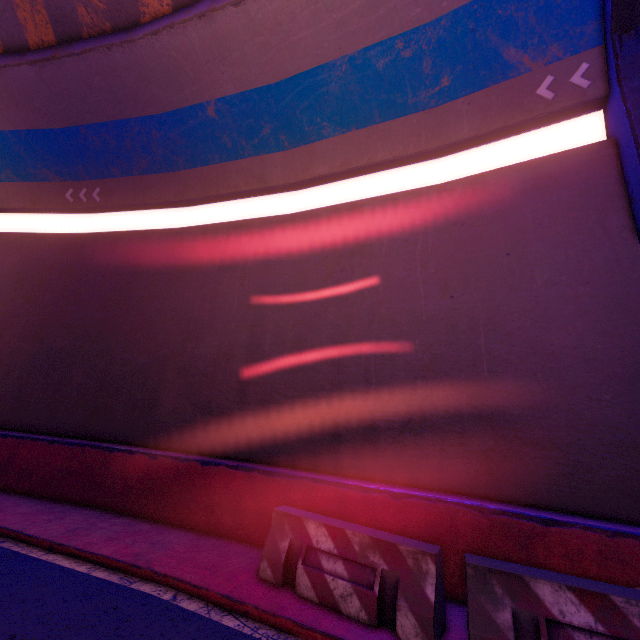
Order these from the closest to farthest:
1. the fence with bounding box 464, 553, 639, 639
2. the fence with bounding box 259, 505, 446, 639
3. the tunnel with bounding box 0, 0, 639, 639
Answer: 1. the fence with bounding box 464, 553, 639, 639
2. the fence with bounding box 259, 505, 446, 639
3. the tunnel with bounding box 0, 0, 639, 639

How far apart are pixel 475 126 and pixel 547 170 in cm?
178

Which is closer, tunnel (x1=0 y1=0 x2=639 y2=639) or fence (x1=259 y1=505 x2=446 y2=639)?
fence (x1=259 y1=505 x2=446 y2=639)

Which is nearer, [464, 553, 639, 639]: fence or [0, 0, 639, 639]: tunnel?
[464, 553, 639, 639]: fence

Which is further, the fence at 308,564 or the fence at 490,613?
the fence at 308,564

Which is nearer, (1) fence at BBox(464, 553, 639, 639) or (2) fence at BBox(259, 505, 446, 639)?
(1) fence at BBox(464, 553, 639, 639)

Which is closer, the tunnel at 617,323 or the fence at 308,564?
the fence at 308,564
